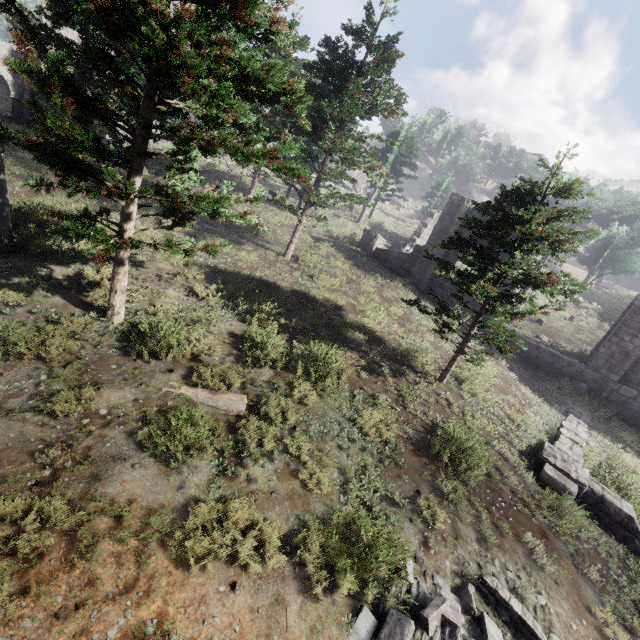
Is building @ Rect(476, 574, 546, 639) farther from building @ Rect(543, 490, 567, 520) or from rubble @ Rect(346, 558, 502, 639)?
building @ Rect(543, 490, 567, 520)

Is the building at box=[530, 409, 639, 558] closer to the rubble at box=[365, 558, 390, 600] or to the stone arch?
the rubble at box=[365, 558, 390, 600]

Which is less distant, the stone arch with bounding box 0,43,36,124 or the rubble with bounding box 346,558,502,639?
the rubble with bounding box 346,558,502,639

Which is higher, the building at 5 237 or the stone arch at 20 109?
the stone arch at 20 109

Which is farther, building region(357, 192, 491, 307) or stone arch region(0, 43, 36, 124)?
stone arch region(0, 43, 36, 124)

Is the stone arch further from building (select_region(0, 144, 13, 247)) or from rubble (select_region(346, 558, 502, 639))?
rubble (select_region(346, 558, 502, 639))

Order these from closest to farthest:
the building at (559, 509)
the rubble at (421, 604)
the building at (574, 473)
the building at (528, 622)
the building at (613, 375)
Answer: the rubble at (421, 604) < the building at (528, 622) < the building at (559, 509) < the building at (574, 473) < the building at (613, 375)

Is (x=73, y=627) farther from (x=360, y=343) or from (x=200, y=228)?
(x=200, y=228)
